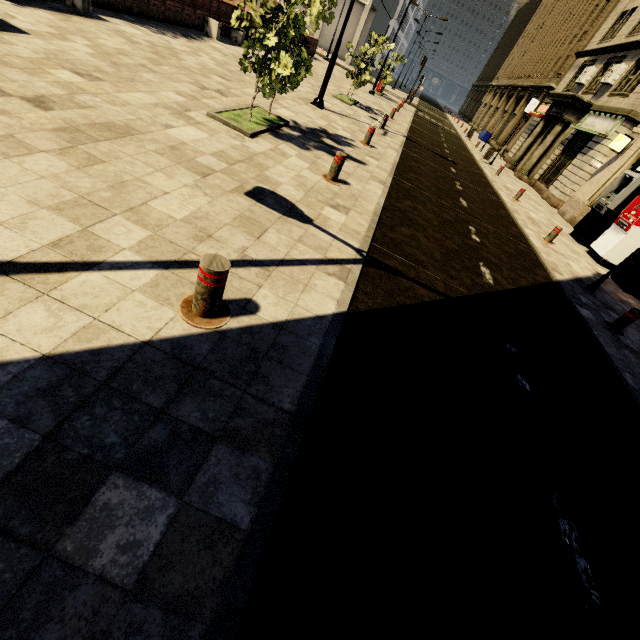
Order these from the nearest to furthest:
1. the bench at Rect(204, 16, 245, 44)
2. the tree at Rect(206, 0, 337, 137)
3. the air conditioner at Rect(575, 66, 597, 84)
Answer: the tree at Rect(206, 0, 337, 137)
the bench at Rect(204, 16, 245, 44)
the air conditioner at Rect(575, 66, 597, 84)

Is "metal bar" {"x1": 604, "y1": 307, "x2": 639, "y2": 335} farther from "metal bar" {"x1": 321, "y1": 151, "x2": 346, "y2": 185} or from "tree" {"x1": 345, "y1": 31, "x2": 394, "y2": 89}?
A: "tree" {"x1": 345, "y1": 31, "x2": 394, "y2": 89}

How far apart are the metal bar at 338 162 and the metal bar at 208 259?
4.55m

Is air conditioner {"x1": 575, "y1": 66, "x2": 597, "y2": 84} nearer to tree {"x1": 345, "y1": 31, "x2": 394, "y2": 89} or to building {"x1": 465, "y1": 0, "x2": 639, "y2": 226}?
building {"x1": 465, "y1": 0, "x2": 639, "y2": 226}

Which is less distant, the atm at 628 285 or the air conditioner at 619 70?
the atm at 628 285

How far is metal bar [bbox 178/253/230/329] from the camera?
2.51m

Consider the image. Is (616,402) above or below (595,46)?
below

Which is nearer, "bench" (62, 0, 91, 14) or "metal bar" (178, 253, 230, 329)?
"metal bar" (178, 253, 230, 329)
